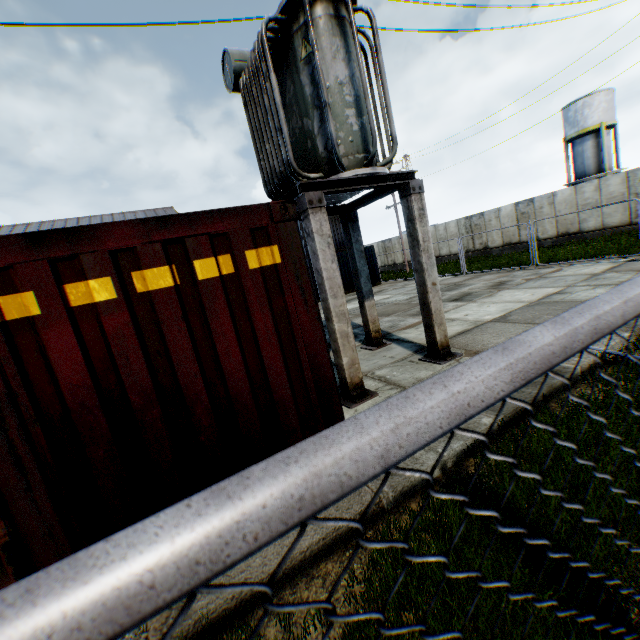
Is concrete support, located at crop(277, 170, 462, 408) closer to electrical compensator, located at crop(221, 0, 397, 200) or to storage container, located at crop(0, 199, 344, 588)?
electrical compensator, located at crop(221, 0, 397, 200)

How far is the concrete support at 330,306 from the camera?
5.1m

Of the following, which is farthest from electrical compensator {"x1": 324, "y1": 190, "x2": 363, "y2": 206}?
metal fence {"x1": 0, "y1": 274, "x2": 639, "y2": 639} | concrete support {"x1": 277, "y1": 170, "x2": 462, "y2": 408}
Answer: metal fence {"x1": 0, "y1": 274, "x2": 639, "y2": 639}

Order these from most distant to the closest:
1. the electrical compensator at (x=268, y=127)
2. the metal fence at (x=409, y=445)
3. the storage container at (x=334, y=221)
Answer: the storage container at (x=334, y=221), the electrical compensator at (x=268, y=127), the metal fence at (x=409, y=445)

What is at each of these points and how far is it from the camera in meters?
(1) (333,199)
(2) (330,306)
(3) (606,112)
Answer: (1) electrical compensator, 6.9 m
(2) concrete support, 5.1 m
(3) vertical tank, 30.9 m

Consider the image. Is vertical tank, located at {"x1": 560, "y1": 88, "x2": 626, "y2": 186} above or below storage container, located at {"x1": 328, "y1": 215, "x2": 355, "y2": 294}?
above

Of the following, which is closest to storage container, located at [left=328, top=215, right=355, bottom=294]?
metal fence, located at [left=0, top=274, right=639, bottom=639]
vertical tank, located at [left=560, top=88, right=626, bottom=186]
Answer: metal fence, located at [left=0, top=274, right=639, bottom=639]

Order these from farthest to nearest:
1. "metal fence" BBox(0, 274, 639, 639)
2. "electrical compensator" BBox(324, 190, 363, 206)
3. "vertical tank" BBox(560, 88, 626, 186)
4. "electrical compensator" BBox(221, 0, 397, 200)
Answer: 1. "vertical tank" BBox(560, 88, 626, 186)
2. "electrical compensator" BBox(324, 190, 363, 206)
3. "electrical compensator" BBox(221, 0, 397, 200)
4. "metal fence" BBox(0, 274, 639, 639)
